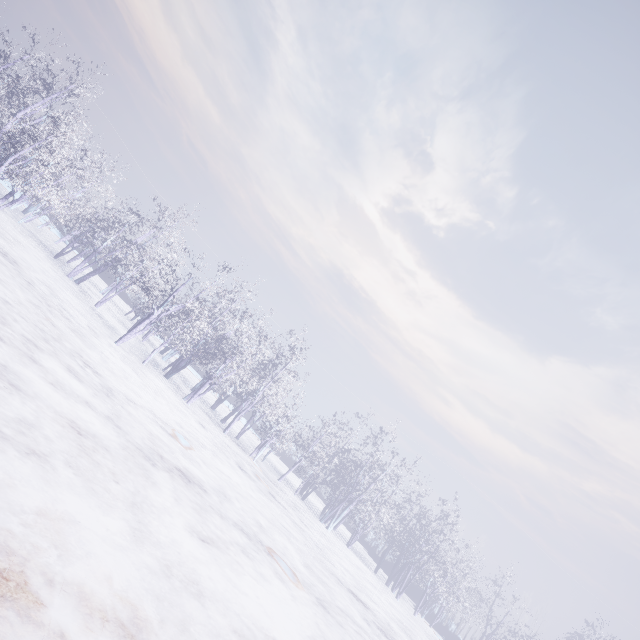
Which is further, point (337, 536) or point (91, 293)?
point (337, 536)
